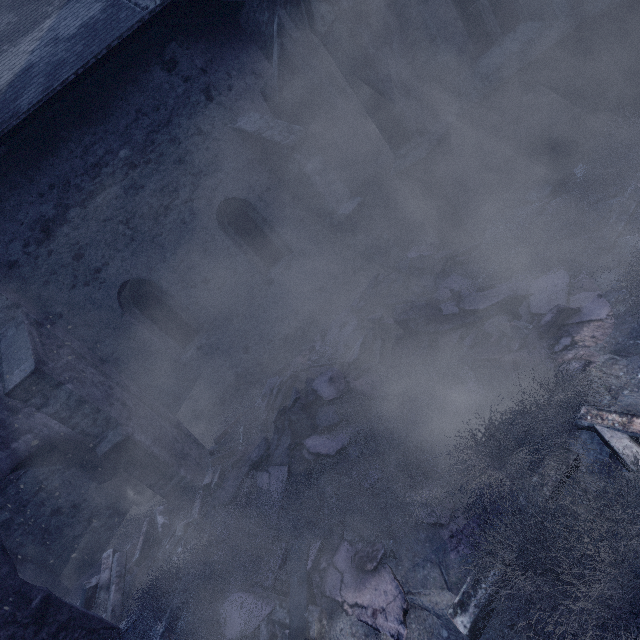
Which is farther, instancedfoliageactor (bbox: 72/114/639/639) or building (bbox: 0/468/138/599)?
building (bbox: 0/468/138/599)

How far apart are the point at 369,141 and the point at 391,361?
6.06m

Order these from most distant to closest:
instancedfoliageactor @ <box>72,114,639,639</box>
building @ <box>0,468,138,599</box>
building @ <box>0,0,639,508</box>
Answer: building @ <box>0,468,138,599</box> < building @ <box>0,0,639,508</box> < instancedfoliageactor @ <box>72,114,639,639</box>

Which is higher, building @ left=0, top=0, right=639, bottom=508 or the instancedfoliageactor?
building @ left=0, top=0, right=639, bottom=508

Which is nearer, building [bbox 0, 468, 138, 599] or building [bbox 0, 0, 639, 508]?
building [bbox 0, 0, 639, 508]

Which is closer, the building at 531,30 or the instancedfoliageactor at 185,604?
the instancedfoliageactor at 185,604

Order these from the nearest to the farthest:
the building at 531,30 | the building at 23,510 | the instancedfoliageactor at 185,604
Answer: the instancedfoliageactor at 185,604 → the building at 531,30 → the building at 23,510
